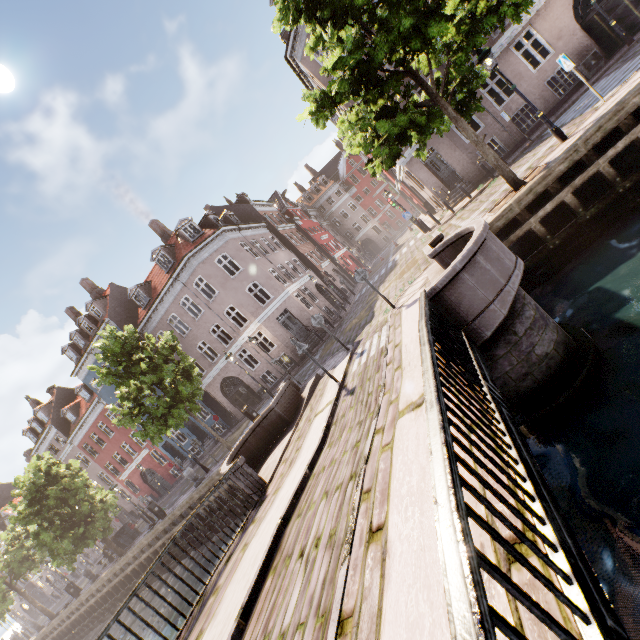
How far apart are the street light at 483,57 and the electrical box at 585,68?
9.1 meters

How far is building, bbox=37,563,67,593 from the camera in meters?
42.6 m

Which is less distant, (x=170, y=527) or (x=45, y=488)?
(x=170, y=527)

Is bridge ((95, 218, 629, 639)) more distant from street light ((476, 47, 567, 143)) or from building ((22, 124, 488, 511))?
building ((22, 124, 488, 511))

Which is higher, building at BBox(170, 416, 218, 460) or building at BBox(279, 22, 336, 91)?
building at BBox(279, 22, 336, 91)

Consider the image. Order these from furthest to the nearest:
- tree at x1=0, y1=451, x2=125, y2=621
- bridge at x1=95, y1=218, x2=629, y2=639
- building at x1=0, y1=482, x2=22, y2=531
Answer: building at x1=0, y1=482, x2=22, y2=531 → tree at x1=0, y1=451, x2=125, y2=621 → bridge at x1=95, y1=218, x2=629, y2=639

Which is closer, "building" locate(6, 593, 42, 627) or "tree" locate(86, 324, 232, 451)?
"tree" locate(86, 324, 232, 451)

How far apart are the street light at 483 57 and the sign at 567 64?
1.25m
